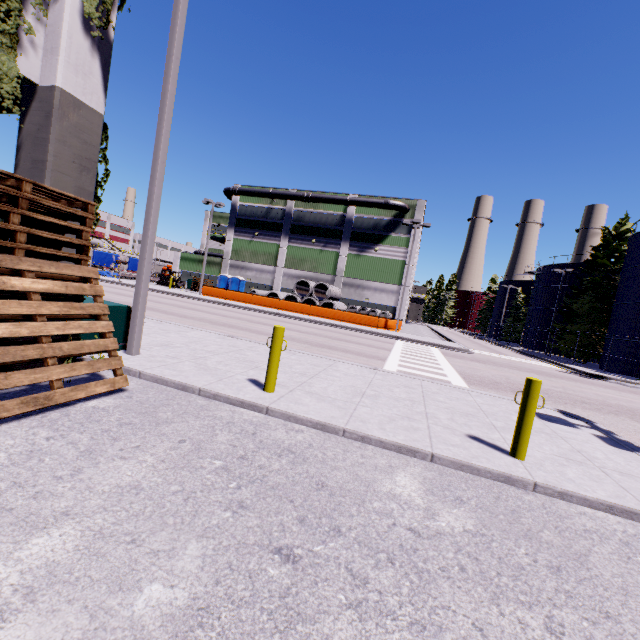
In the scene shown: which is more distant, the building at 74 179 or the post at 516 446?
the building at 74 179

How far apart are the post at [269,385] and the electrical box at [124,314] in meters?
3.3 m

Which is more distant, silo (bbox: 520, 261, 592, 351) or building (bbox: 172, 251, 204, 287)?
building (bbox: 172, 251, 204, 287)

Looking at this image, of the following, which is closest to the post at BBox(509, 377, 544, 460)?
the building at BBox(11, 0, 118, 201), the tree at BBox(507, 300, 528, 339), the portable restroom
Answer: the building at BBox(11, 0, 118, 201)

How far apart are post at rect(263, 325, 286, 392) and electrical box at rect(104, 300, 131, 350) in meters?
3.3 m

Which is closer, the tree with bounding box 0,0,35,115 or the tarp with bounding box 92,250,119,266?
the tree with bounding box 0,0,35,115

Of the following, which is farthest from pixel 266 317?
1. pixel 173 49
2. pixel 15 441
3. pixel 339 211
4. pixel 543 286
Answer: pixel 543 286

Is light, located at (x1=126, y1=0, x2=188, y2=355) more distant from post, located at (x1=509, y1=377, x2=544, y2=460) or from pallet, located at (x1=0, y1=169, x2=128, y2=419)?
post, located at (x1=509, y1=377, x2=544, y2=460)
